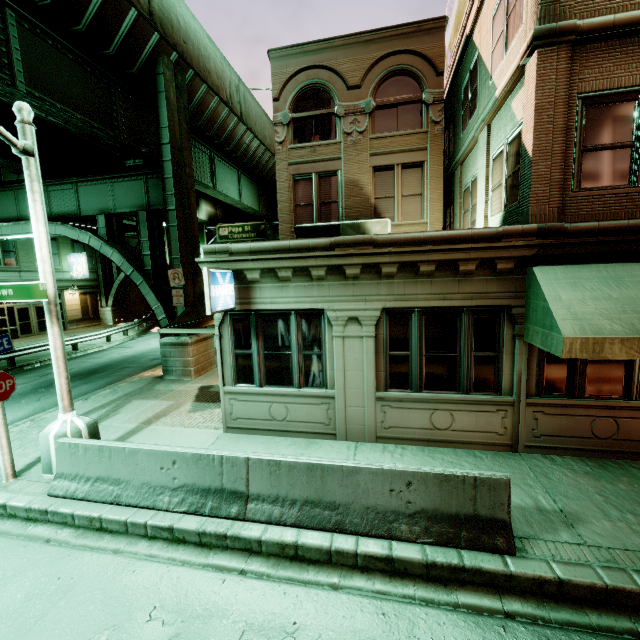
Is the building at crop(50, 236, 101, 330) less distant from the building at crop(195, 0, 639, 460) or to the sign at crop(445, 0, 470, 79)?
the building at crop(195, 0, 639, 460)

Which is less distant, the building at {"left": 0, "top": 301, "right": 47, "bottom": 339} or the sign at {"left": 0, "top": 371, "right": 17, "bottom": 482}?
the sign at {"left": 0, "top": 371, "right": 17, "bottom": 482}

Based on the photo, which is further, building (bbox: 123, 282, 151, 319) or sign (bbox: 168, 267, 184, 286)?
building (bbox: 123, 282, 151, 319)

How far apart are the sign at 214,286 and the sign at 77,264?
28.9 meters

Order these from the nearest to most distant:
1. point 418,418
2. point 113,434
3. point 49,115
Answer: point 418,418
point 113,434
point 49,115

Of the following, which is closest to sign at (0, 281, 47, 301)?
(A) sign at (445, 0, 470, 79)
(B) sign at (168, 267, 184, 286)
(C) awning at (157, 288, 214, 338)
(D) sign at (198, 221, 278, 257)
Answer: (C) awning at (157, 288, 214, 338)

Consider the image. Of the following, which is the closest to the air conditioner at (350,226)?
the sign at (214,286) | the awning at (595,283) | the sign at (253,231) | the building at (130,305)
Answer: the sign at (214,286)

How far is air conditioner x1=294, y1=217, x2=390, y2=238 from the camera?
11.3m
